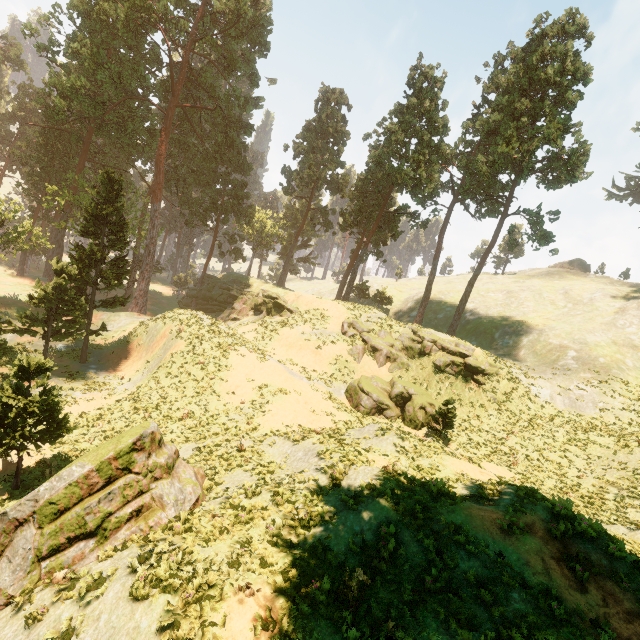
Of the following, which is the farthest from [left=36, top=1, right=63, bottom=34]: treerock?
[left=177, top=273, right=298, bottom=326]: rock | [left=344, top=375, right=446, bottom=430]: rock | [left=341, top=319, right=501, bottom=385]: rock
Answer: [left=344, top=375, right=446, bottom=430]: rock

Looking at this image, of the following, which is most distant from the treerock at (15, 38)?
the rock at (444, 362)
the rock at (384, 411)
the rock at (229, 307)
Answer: the rock at (384, 411)

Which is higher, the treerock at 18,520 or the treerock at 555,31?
the treerock at 555,31

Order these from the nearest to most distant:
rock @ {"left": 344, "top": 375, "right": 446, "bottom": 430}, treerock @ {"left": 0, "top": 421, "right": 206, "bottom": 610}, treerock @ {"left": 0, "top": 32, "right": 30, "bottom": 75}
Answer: treerock @ {"left": 0, "top": 421, "right": 206, "bottom": 610}
rock @ {"left": 344, "top": 375, "right": 446, "bottom": 430}
treerock @ {"left": 0, "top": 32, "right": 30, "bottom": 75}

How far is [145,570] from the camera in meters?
7.3

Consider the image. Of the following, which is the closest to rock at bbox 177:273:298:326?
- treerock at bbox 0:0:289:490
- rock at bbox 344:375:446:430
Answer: treerock at bbox 0:0:289:490

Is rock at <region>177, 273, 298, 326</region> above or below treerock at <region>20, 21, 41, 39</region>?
below
